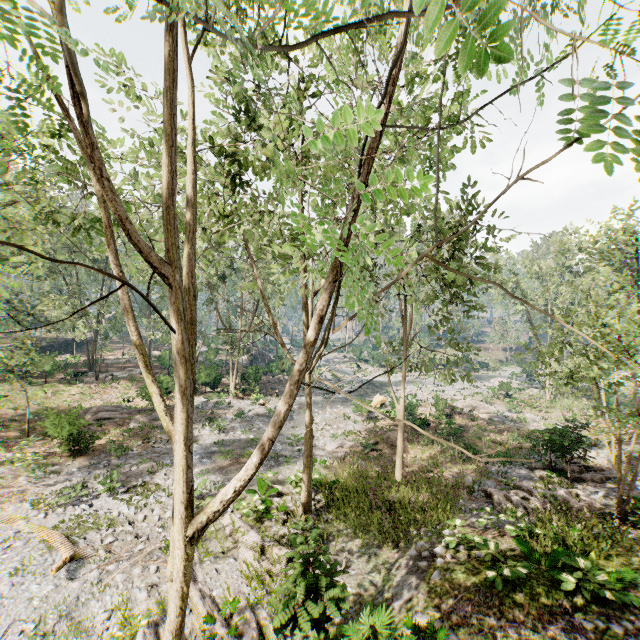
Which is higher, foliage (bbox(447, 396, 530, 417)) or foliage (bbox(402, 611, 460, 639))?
foliage (bbox(402, 611, 460, 639))

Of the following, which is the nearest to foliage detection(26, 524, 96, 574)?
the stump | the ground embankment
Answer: the ground embankment

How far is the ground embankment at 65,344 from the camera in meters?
45.4

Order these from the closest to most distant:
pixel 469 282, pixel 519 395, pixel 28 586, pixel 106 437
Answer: pixel 28 586 < pixel 469 282 < pixel 106 437 < pixel 519 395

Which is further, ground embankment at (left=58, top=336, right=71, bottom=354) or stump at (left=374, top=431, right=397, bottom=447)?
ground embankment at (left=58, top=336, right=71, bottom=354)

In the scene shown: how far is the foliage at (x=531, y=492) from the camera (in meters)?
12.93
